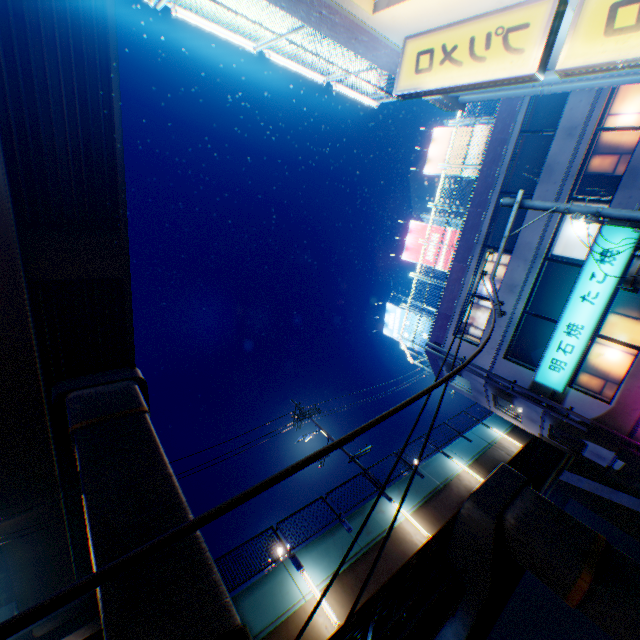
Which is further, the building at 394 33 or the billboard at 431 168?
the billboard at 431 168

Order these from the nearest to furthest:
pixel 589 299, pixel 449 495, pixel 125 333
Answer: pixel 589 299 → pixel 449 495 → pixel 125 333

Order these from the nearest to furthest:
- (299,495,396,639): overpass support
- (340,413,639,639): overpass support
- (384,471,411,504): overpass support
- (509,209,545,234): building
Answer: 1. (299,495,396,639): overpass support
2. (340,413,639,639): overpass support
3. (384,471,411,504): overpass support
4. (509,209,545,234): building

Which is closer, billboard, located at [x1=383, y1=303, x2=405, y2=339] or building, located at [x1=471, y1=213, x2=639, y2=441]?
building, located at [x1=471, y1=213, x2=639, y2=441]

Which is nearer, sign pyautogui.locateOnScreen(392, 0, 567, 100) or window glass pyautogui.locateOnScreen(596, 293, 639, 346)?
sign pyautogui.locateOnScreen(392, 0, 567, 100)

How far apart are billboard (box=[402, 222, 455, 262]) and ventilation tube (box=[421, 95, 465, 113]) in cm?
1288

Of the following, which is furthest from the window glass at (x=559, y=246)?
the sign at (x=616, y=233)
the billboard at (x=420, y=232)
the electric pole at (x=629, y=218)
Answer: the electric pole at (x=629, y=218)

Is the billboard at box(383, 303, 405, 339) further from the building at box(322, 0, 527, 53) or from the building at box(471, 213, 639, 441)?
the building at box(322, 0, 527, 53)
